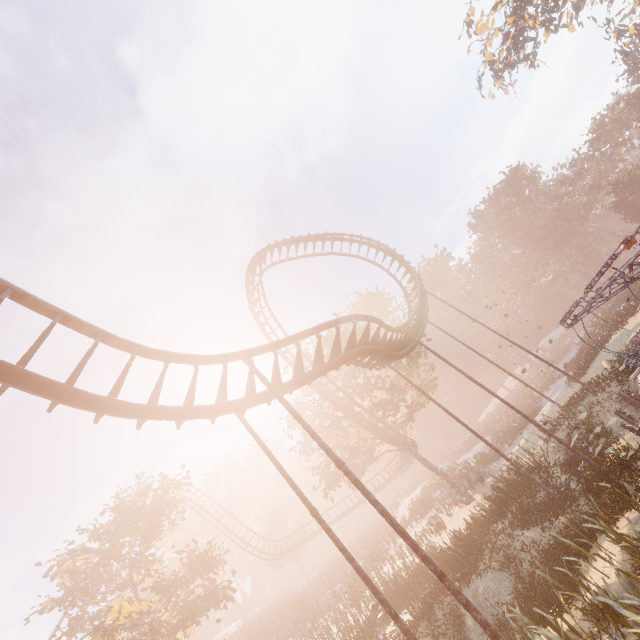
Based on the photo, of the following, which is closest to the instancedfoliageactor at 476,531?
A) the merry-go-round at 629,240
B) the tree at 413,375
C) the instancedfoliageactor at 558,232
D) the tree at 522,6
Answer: the merry-go-round at 629,240

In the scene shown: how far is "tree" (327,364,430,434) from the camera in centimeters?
2528cm

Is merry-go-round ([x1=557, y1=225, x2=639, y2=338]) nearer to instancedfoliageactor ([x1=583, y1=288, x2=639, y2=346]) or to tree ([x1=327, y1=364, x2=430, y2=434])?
instancedfoliageactor ([x1=583, y1=288, x2=639, y2=346])

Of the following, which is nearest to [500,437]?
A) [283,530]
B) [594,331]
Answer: [594,331]

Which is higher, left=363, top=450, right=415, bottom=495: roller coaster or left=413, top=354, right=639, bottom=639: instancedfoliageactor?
left=363, top=450, right=415, bottom=495: roller coaster

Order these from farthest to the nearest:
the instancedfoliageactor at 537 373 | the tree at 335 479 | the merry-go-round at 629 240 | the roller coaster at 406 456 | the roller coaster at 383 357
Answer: the roller coaster at 406 456 → the instancedfoliageactor at 537 373 → the tree at 335 479 → the merry-go-round at 629 240 → the roller coaster at 383 357

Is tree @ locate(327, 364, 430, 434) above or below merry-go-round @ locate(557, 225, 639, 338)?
above

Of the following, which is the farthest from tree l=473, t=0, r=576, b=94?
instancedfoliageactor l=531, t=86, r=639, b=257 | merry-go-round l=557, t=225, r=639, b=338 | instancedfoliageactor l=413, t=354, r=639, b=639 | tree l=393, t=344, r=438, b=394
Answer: instancedfoliageactor l=413, t=354, r=639, b=639
